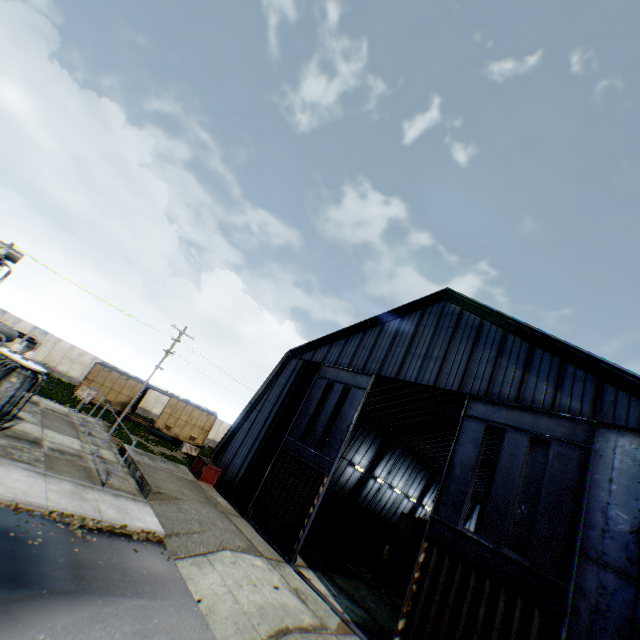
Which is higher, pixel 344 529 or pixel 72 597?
pixel 344 529

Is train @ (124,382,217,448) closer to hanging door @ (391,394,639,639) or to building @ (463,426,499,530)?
building @ (463,426,499,530)

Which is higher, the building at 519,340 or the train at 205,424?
the building at 519,340

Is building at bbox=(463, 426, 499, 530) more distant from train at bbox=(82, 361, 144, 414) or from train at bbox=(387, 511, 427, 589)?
train at bbox=(82, 361, 144, 414)

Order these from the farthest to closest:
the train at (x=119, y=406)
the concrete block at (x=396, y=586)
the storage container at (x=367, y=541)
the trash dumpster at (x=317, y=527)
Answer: the train at (x=119, y=406)
the storage container at (x=367, y=541)
the trash dumpster at (x=317, y=527)
the concrete block at (x=396, y=586)

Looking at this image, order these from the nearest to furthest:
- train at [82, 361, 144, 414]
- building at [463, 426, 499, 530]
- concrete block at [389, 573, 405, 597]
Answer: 1. concrete block at [389, 573, 405, 597]
2. train at [82, 361, 144, 414]
3. building at [463, 426, 499, 530]

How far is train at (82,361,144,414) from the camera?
30.6m

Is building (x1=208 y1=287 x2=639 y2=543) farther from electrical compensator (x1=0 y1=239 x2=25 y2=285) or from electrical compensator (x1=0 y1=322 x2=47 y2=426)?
electrical compensator (x1=0 y1=239 x2=25 y2=285)
